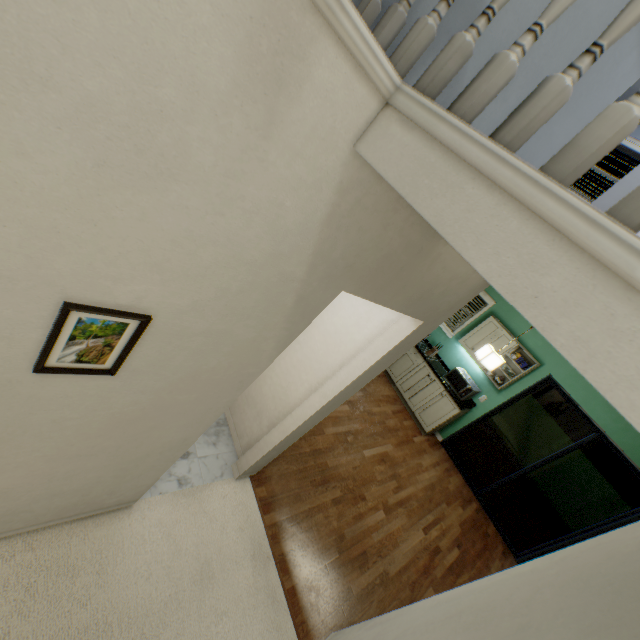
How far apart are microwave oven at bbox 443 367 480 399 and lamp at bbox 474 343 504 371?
1.6m

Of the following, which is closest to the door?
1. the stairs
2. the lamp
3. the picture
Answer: the lamp

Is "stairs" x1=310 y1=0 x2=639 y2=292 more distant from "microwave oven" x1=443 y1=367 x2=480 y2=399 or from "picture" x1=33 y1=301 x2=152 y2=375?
"microwave oven" x1=443 y1=367 x2=480 y2=399

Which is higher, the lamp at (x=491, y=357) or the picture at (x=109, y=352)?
the lamp at (x=491, y=357)

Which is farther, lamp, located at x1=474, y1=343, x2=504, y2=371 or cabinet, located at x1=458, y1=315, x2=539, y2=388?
cabinet, located at x1=458, y1=315, x2=539, y2=388

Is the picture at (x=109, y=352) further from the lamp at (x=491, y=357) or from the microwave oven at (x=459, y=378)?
the microwave oven at (x=459, y=378)

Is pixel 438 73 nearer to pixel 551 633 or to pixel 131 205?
pixel 131 205
